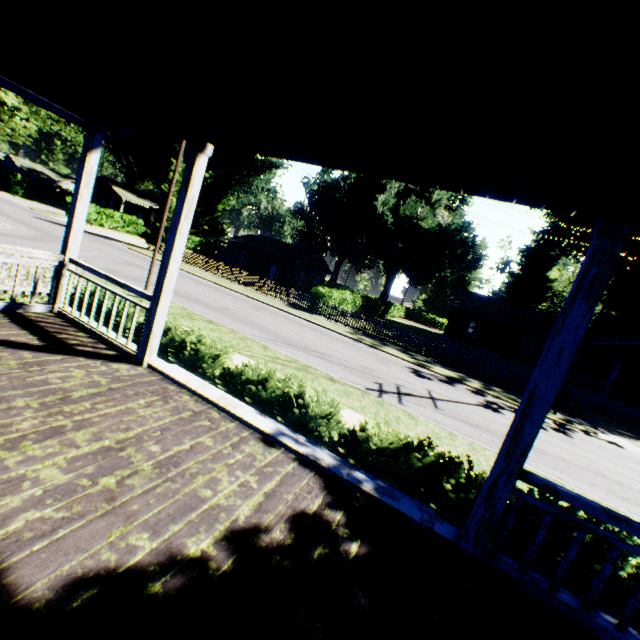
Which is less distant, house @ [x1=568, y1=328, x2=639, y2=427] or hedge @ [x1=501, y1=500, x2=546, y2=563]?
hedge @ [x1=501, y1=500, x2=546, y2=563]

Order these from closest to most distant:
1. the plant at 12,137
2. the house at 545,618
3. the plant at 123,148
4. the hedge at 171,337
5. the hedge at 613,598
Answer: the house at 545,618
the hedge at 613,598
the hedge at 171,337
the plant at 12,137
the plant at 123,148

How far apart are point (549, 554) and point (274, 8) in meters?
6.8

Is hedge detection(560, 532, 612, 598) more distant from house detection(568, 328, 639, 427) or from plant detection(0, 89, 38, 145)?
house detection(568, 328, 639, 427)

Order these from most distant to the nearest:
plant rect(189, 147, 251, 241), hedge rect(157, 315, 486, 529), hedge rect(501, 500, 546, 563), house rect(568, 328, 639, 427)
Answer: plant rect(189, 147, 251, 241) < house rect(568, 328, 639, 427) < hedge rect(157, 315, 486, 529) < hedge rect(501, 500, 546, 563)

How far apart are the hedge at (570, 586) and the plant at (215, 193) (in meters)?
61.85

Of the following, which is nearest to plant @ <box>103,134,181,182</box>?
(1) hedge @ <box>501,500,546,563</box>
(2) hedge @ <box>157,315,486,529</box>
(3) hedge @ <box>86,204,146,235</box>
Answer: (3) hedge @ <box>86,204,146,235</box>

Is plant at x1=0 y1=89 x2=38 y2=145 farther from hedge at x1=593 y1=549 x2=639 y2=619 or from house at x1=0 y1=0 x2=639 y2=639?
hedge at x1=593 y1=549 x2=639 y2=619
